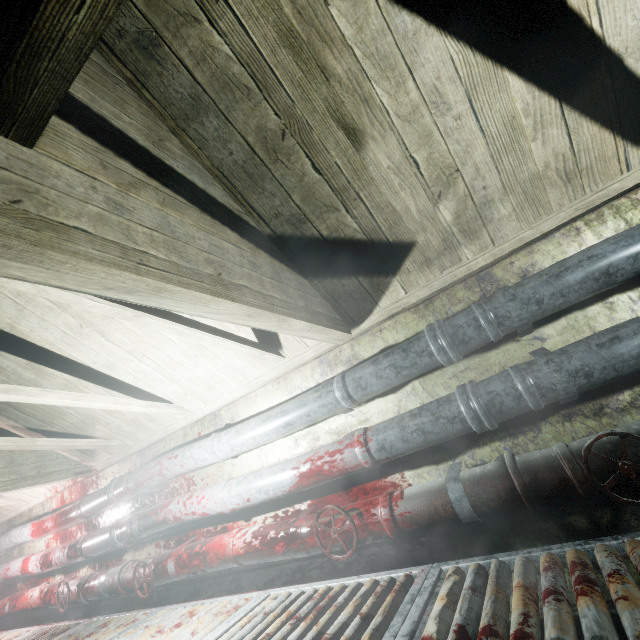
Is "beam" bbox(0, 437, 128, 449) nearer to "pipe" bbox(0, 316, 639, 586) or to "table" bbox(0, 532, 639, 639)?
"pipe" bbox(0, 316, 639, 586)

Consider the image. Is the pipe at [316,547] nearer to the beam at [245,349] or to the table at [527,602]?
the table at [527,602]

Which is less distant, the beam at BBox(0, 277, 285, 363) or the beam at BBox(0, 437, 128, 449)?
the beam at BBox(0, 277, 285, 363)

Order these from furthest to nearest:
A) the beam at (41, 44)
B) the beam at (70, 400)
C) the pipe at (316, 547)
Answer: the beam at (70, 400)
the pipe at (316, 547)
the beam at (41, 44)

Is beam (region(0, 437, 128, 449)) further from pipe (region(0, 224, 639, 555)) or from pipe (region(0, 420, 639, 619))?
pipe (region(0, 420, 639, 619))

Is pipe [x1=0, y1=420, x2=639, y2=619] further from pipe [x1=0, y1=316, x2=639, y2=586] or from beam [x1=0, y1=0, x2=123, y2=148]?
beam [x1=0, y1=0, x2=123, y2=148]

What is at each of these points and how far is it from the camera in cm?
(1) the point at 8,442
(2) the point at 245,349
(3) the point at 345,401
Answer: (1) beam, 234
(2) beam, 194
(3) pipe, 178

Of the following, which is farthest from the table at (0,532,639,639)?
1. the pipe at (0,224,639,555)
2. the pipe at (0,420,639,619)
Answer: the pipe at (0,224,639,555)
